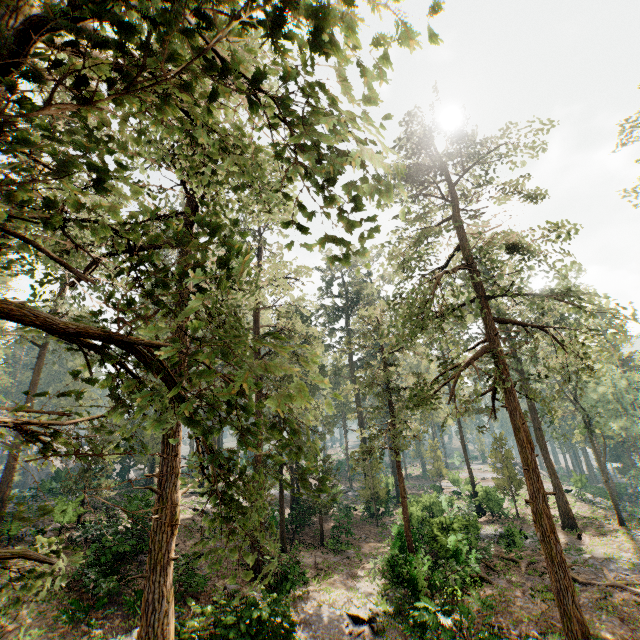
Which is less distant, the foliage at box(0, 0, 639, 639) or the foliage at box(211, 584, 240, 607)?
the foliage at box(0, 0, 639, 639)

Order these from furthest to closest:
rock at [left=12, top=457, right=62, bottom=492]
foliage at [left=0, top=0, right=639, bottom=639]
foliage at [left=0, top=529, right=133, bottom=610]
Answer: rock at [left=12, top=457, right=62, bottom=492] < foliage at [left=0, top=529, right=133, bottom=610] < foliage at [left=0, top=0, right=639, bottom=639]

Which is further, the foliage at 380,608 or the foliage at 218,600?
the foliage at 380,608

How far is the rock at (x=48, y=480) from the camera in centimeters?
3412cm

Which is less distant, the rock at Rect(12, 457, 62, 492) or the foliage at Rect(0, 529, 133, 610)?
the foliage at Rect(0, 529, 133, 610)

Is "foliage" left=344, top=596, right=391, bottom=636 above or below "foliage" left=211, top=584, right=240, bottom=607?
below

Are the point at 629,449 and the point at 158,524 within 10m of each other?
no
